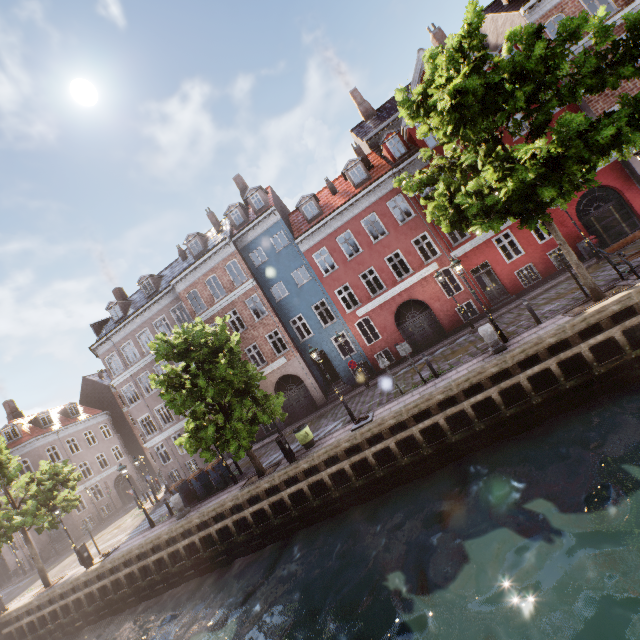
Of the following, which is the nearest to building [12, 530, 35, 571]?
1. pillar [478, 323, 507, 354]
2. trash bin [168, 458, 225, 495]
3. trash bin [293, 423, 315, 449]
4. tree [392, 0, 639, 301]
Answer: tree [392, 0, 639, 301]

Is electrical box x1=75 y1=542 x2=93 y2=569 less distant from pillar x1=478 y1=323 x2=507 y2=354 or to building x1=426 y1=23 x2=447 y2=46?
building x1=426 y1=23 x2=447 y2=46

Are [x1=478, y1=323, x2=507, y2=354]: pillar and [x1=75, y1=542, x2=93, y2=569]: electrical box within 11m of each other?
no

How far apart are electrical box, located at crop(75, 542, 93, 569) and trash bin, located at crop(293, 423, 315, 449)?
13.54m

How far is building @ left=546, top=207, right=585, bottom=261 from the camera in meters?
18.6 m

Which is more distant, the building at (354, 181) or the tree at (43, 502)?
the building at (354, 181)

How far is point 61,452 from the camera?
33.8 meters

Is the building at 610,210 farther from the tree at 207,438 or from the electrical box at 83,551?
the electrical box at 83,551
